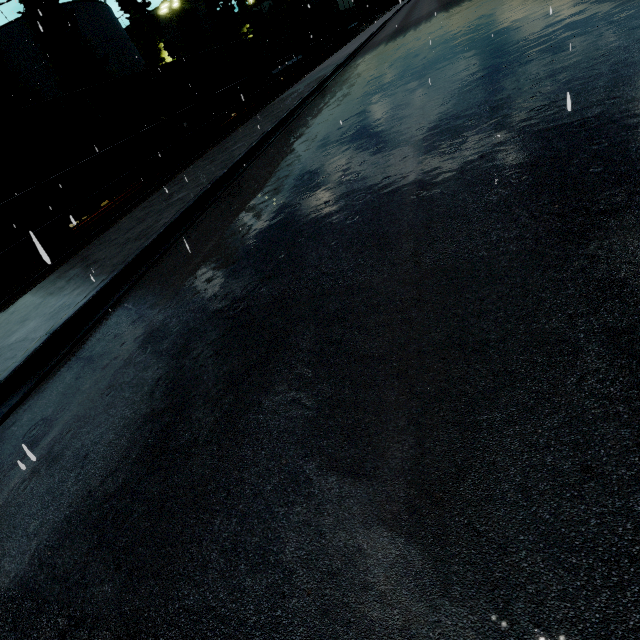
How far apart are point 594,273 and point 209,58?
26.58m

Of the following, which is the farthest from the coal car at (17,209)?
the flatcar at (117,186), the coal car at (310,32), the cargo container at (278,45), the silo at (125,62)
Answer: the coal car at (310,32)

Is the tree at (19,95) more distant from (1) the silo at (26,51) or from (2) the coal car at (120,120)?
(2) the coal car at (120,120)

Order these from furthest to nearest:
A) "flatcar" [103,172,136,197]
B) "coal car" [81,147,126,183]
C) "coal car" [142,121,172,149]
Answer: "coal car" [142,121,172,149] → "flatcar" [103,172,136,197] → "coal car" [81,147,126,183]

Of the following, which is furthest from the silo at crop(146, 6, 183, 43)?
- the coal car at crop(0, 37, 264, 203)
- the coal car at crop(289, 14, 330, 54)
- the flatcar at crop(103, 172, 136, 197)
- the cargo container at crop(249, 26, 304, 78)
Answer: the coal car at crop(289, 14, 330, 54)

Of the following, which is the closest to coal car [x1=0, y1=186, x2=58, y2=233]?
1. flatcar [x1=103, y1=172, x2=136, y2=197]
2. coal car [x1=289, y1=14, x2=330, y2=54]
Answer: flatcar [x1=103, y1=172, x2=136, y2=197]

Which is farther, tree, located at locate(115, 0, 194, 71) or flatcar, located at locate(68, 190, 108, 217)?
tree, located at locate(115, 0, 194, 71)

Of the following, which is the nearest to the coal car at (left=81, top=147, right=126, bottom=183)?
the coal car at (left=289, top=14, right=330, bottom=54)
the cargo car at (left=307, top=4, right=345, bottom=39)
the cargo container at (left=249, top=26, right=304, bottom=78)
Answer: the cargo container at (left=249, top=26, right=304, bottom=78)
